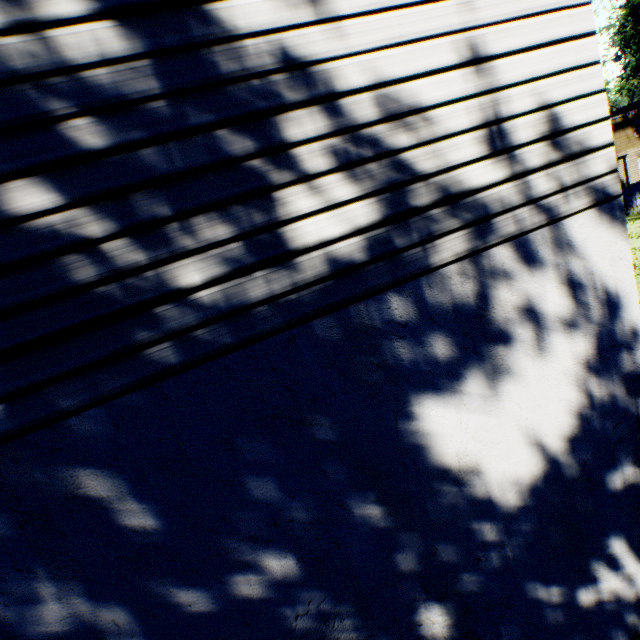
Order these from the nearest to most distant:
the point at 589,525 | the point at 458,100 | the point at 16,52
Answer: the point at 16,52
the point at 458,100
the point at 589,525
